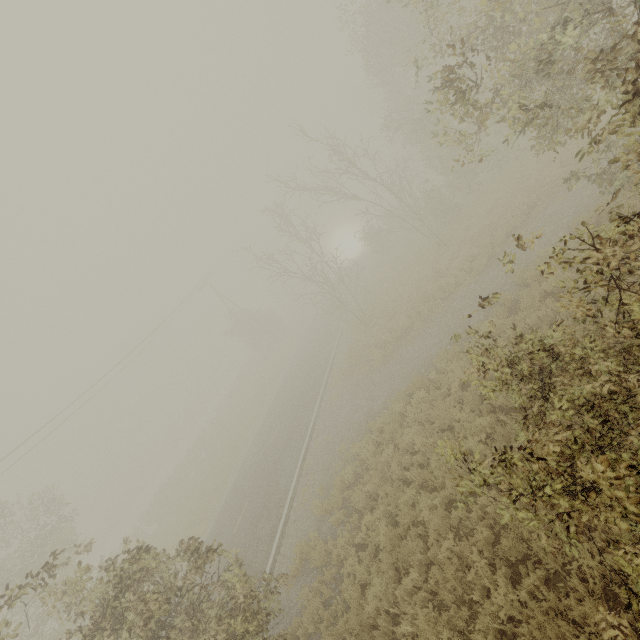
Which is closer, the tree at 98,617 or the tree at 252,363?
the tree at 98,617

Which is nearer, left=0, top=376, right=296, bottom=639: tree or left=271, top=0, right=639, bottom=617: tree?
left=271, top=0, right=639, bottom=617: tree

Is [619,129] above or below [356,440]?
above

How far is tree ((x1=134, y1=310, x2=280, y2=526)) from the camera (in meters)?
27.17

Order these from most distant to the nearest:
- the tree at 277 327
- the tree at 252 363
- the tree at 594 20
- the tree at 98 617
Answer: the tree at 252 363 → the tree at 277 327 → the tree at 98 617 → the tree at 594 20

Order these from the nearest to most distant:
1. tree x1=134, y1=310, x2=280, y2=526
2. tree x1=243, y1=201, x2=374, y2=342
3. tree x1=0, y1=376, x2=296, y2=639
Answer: tree x1=0, y1=376, x2=296, y2=639, tree x1=243, y1=201, x2=374, y2=342, tree x1=134, y1=310, x2=280, y2=526
